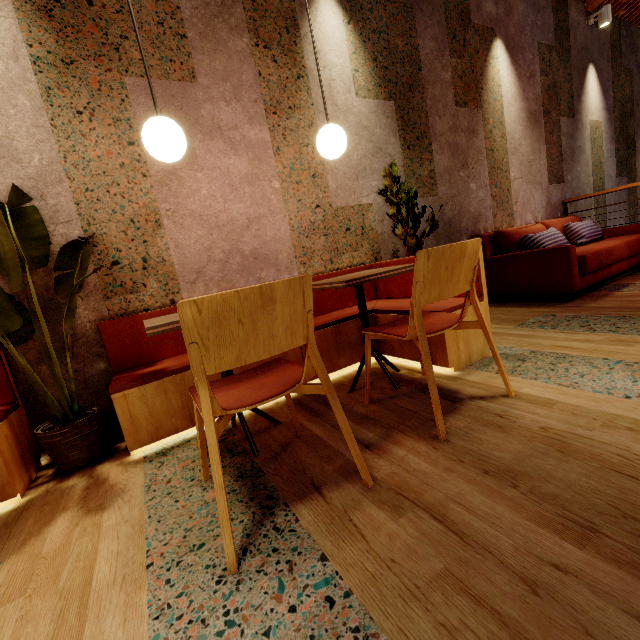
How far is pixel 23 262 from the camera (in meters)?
1.87

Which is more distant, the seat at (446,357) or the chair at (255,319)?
the seat at (446,357)

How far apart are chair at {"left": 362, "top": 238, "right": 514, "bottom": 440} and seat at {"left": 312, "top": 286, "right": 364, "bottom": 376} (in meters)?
0.11

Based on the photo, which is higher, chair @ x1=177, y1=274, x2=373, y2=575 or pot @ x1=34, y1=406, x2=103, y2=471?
chair @ x1=177, y1=274, x2=373, y2=575

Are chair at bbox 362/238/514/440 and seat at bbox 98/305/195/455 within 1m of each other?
yes

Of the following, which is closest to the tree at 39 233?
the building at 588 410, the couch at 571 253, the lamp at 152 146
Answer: the building at 588 410

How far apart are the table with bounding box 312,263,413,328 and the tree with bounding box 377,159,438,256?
0.6 meters

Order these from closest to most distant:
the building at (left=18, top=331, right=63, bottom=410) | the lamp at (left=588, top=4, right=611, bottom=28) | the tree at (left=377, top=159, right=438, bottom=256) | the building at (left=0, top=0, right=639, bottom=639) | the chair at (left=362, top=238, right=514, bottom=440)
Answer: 1. the building at (left=0, top=0, right=639, bottom=639)
2. the chair at (left=362, top=238, right=514, bottom=440)
3. the building at (left=18, top=331, right=63, bottom=410)
4. the tree at (left=377, top=159, right=438, bottom=256)
5. the lamp at (left=588, top=4, right=611, bottom=28)
